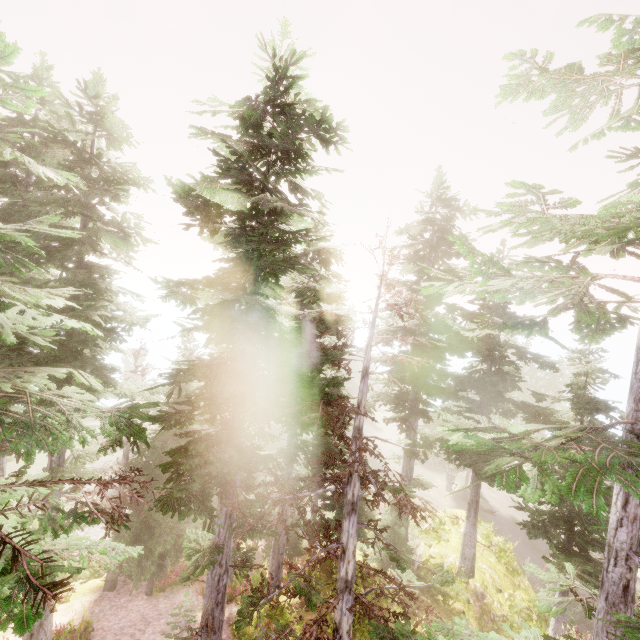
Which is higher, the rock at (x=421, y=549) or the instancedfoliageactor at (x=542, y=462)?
the instancedfoliageactor at (x=542, y=462)

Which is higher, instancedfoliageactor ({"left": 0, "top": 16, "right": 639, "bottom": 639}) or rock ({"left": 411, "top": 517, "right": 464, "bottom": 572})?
instancedfoliageactor ({"left": 0, "top": 16, "right": 639, "bottom": 639})

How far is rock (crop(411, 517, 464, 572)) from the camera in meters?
16.5

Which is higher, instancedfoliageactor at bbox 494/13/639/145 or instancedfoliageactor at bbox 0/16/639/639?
instancedfoliageactor at bbox 494/13/639/145

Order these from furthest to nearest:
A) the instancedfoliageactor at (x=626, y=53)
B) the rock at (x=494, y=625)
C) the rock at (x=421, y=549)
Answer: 1. the rock at (x=421, y=549)
2. the rock at (x=494, y=625)
3. the instancedfoliageactor at (x=626, y=53)

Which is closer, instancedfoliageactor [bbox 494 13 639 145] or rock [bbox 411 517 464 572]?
instancedfoliageactor [bbox 494 13 639 145]

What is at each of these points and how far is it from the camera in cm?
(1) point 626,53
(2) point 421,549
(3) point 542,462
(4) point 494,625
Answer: (1) instancedfoliageactor, 458
(2) rock, 1742
(3) instancedfoliageactor, 345
(4) rock, 1378
